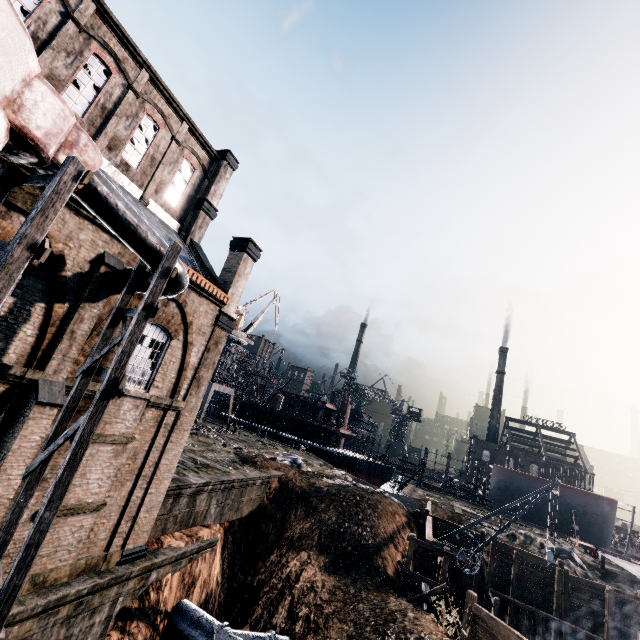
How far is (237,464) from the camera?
25.7m

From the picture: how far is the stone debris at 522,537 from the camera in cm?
2918

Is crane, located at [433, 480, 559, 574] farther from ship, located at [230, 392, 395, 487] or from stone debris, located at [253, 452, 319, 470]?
ship, located at [230, 392, 395, 487]

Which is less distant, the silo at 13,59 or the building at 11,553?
the silo at 13,59

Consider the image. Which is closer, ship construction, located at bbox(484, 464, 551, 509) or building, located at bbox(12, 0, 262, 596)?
building, located at bbox(12, 0, 262, 596)

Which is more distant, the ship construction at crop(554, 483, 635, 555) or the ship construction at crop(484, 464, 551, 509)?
the ship construction at crop(484, 464, 551, 509)

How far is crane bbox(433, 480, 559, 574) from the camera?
20.1m

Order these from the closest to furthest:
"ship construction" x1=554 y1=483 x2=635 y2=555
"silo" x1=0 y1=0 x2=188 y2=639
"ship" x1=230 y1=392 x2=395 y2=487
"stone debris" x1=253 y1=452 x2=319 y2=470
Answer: "silo" x1=0 y1=0 x2=188 y2=639 → "stone debris" x1=253 y1=452 x2=319 y2=470 → "ship construction" x1=554 y1=483 x2=635 y2=555 → "ship" x1=230 y1=392 x2=395 y2=487
